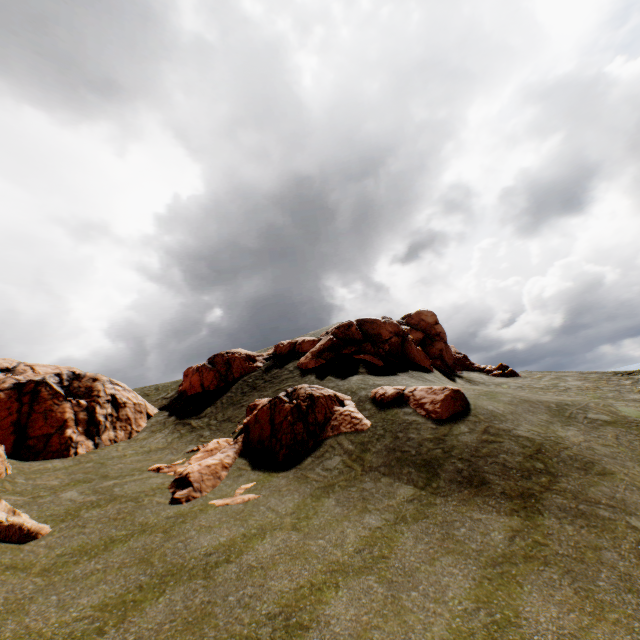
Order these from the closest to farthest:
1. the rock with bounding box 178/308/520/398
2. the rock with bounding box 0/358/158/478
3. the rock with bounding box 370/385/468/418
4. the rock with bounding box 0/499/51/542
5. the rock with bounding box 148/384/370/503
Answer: the rock with bounding box 0/499/51/542 → the rock with bounding box 148/384/370/503 → the rock with bounding box 370/385/468/418 → the rock with bounding box 0/358/158/478 → the rock with bounding box 178/308/520/398

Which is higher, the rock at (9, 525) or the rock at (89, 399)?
the rock at (89, 399)

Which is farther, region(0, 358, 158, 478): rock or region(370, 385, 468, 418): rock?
region(0, 358, 158, 478): rock

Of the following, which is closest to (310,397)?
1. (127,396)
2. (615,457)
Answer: (615,457)

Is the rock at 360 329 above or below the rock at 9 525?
above

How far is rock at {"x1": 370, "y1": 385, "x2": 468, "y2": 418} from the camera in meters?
15.8 m
